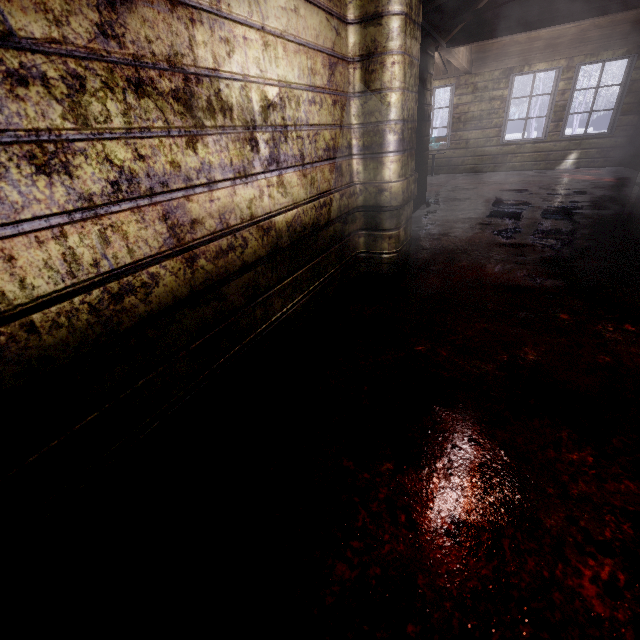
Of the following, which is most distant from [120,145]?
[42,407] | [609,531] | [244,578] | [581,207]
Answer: [581,207]

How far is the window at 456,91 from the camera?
7.2m

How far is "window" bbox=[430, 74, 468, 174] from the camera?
7.2m
